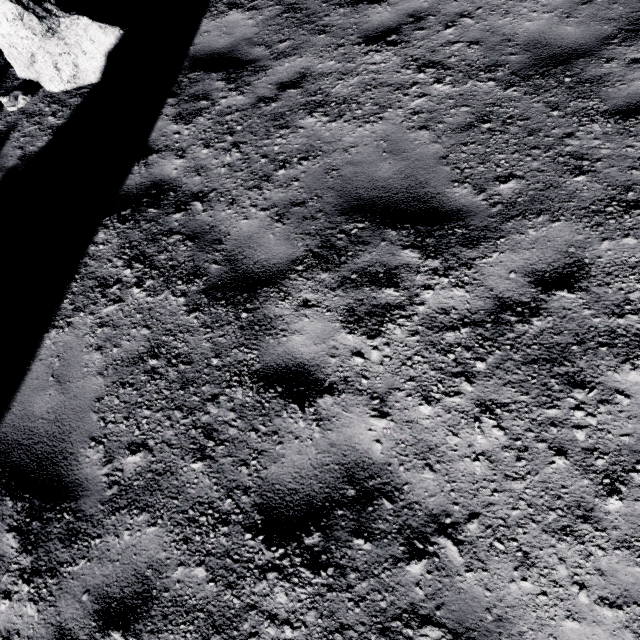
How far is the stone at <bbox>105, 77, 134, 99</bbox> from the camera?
5.12m

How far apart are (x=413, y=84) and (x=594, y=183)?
2.3m

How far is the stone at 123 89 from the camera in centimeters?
512cm
